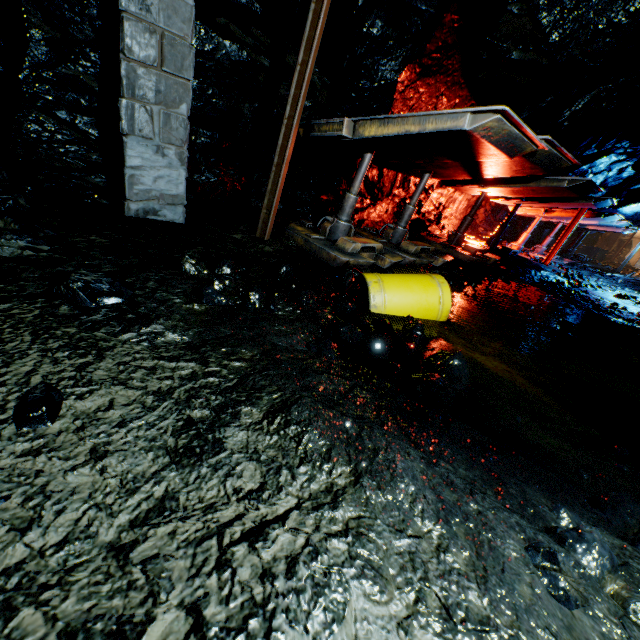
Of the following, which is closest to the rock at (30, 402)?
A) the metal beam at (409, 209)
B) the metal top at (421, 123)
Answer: the metal top at (421, 123)

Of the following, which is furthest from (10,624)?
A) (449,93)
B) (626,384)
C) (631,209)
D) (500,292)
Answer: (631,209)

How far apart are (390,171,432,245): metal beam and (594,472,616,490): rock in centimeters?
535cm

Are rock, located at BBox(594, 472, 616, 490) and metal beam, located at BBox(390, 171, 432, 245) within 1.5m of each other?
no

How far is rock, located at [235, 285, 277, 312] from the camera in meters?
3.0

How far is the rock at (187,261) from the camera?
2.89m
